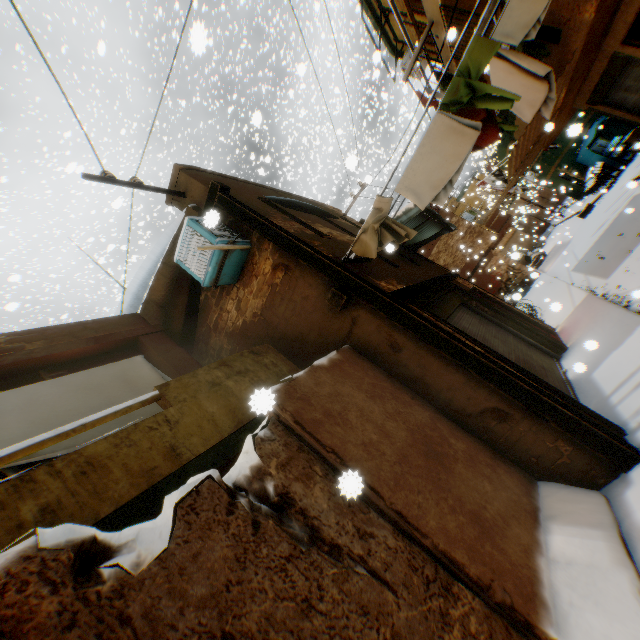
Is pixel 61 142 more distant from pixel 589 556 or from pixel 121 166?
pixel 121 166

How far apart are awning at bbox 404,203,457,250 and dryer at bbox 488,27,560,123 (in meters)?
1.57

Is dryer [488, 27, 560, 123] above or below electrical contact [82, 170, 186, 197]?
below

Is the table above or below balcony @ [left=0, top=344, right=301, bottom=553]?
below

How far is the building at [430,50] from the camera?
9.34m

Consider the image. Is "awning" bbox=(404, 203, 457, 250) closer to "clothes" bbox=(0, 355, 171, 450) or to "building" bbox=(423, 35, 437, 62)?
"building" bbox=(423, 35, 437, 62)
